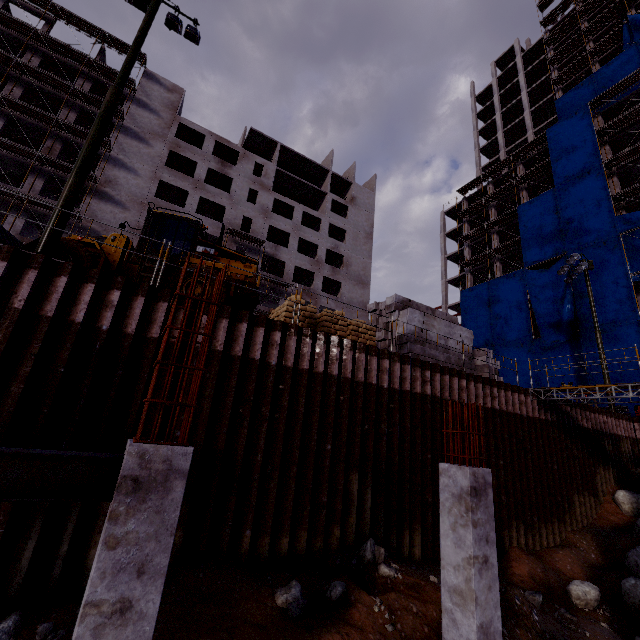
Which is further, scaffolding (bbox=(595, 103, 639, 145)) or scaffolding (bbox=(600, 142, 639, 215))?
scaffolding (bbox=(595, 103, 639, 145))

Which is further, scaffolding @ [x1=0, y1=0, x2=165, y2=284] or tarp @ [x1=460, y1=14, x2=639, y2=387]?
tarp @ [x1=460, y1=14, x2=639, y2=387]

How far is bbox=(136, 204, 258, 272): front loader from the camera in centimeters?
1172cm

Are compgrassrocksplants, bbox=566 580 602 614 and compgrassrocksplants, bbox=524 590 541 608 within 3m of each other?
yes

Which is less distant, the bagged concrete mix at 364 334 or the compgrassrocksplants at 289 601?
the compgrassrocksplants at 289 601

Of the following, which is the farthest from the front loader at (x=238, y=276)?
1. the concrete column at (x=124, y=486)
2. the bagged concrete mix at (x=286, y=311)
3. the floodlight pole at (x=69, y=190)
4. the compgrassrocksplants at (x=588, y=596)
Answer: the compgrassrocksplants at (x=588, y=596)

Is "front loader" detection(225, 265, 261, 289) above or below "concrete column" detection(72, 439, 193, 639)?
above

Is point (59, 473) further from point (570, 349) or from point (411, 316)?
point (570, 349)
